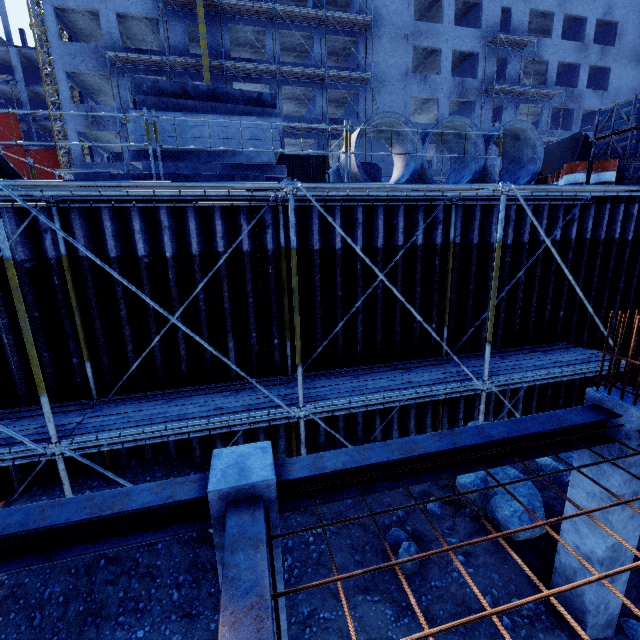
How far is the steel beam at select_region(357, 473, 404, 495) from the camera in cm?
344

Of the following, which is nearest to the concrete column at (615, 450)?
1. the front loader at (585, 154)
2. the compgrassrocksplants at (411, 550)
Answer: the compgrassrocksplants at (411, 550)

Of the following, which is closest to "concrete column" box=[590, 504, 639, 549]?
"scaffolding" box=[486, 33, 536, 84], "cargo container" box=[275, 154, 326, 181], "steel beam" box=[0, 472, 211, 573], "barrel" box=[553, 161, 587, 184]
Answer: "steel beam" box=[0, 472, 211, 573]

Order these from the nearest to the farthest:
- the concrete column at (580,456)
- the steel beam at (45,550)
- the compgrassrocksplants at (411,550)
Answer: the steel beam at (45,550)
the concrete column at (580,456)
the compgrassrocksplants at (411,550)

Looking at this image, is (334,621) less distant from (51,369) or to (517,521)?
(517,521)

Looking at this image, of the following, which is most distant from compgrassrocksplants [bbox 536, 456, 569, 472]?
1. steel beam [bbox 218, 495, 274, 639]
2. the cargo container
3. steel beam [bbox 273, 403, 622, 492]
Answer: the cargo container

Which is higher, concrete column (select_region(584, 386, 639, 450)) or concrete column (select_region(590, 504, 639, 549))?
concrete column (select_region(584, 386, 639, 450))
